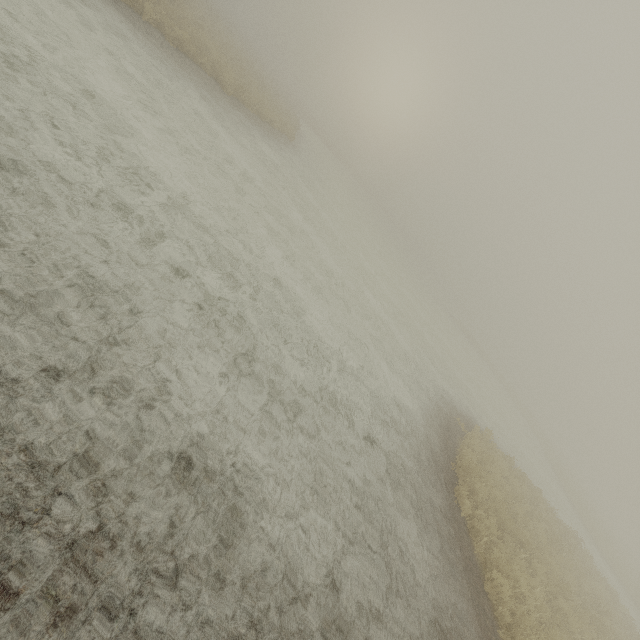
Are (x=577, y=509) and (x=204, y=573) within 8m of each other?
no
